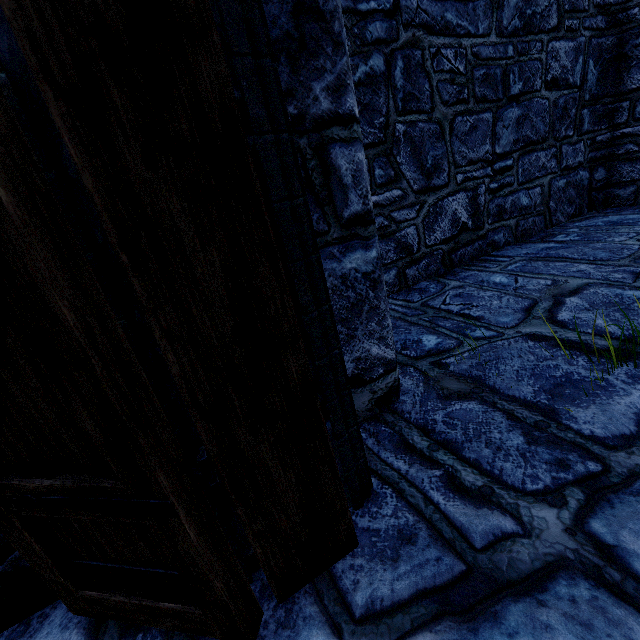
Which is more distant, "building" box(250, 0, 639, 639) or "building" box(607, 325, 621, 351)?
"building" box(607, 325, 621, 351)

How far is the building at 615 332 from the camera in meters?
2.1 m

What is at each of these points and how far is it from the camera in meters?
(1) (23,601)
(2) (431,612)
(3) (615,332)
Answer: (1) building, 1.3 m
(2) building, 1.1 m
(3) building, 2.2 m

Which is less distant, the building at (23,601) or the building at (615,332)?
the building at (23,601)

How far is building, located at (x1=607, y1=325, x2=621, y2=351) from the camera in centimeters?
208cm
